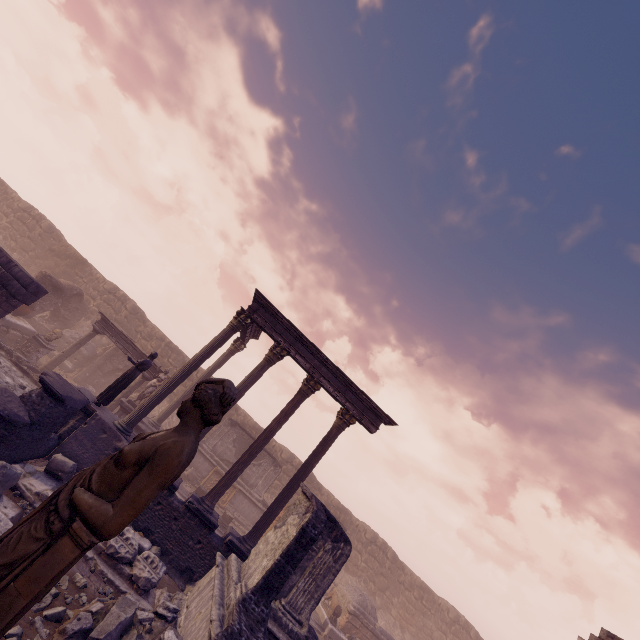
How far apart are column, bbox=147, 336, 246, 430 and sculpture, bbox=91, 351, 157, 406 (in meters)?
4.39

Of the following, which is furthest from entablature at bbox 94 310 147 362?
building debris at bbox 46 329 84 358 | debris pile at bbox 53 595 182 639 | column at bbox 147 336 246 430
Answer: A: debris pile at bbox 53 595 182 639

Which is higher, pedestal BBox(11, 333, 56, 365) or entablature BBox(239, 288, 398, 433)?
entablature BBox(239, 288, 398, 433)

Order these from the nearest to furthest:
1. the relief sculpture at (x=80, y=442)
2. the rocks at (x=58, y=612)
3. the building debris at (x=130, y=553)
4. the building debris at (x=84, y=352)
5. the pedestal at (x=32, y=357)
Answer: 1. the rocks at (x=58, y=612)
2. the building debris at (x=130, y=553)
3. the relief sculpture at (x=80, y=442)
4. the pedestal at (x=32, y=357)
5. the building debris at (x=84, y=352)

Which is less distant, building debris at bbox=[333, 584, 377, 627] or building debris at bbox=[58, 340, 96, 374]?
building debris at bbox=[333, 584, 377, 627]

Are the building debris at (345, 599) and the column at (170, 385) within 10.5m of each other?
no

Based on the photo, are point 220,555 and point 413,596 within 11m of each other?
no

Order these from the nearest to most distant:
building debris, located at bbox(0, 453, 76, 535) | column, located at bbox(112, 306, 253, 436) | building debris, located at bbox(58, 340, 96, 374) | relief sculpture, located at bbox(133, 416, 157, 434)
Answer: building debris, located at bbox(0, 453, 76, 535) → column, located at bbox(112, 306, 253, 436) → relief sculpture, located at bbox(133, 416, 157, 434) → building debris, located at bbox(58, 340, 96, 374)
